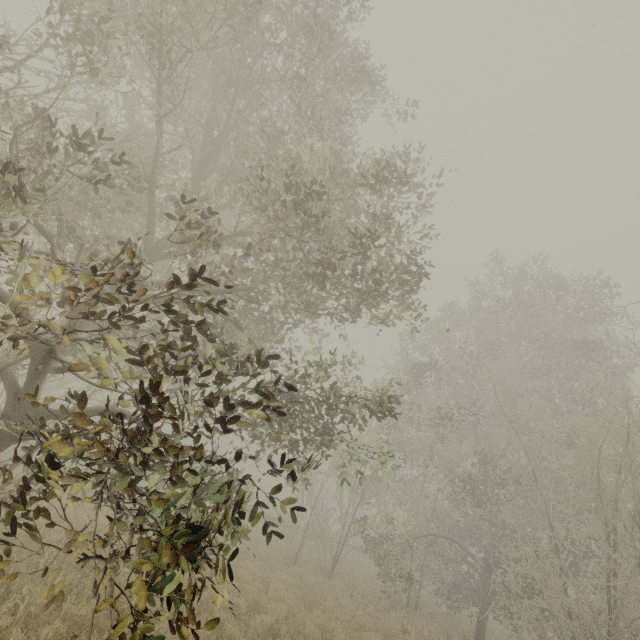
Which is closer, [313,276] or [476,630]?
[313,276]
